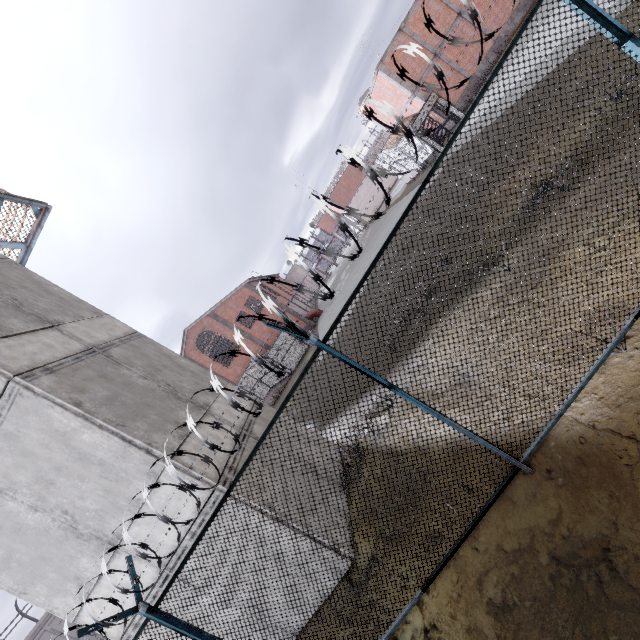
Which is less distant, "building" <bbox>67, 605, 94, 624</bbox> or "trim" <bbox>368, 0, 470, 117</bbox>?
"building" <bbox>67, 605, 94, 624</bbox>

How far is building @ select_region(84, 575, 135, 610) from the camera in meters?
6.1

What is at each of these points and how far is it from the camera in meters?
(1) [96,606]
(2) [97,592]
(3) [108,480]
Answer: (1) building, 6.2
(2) building, 6.2
(3) building, 5.8

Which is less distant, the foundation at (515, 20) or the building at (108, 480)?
the building at (108, 480)

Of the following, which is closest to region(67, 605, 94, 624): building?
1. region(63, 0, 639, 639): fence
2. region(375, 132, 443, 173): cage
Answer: region(63, 0, 639, 639): fence

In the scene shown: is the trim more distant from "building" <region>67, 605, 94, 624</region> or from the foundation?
"building" <region>67, 605, 94, 624</region>

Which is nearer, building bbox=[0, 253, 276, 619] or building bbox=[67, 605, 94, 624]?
building bbox=[0, 253, 276, 619]

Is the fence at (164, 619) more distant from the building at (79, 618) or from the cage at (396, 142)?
the cage at (396, 142)
